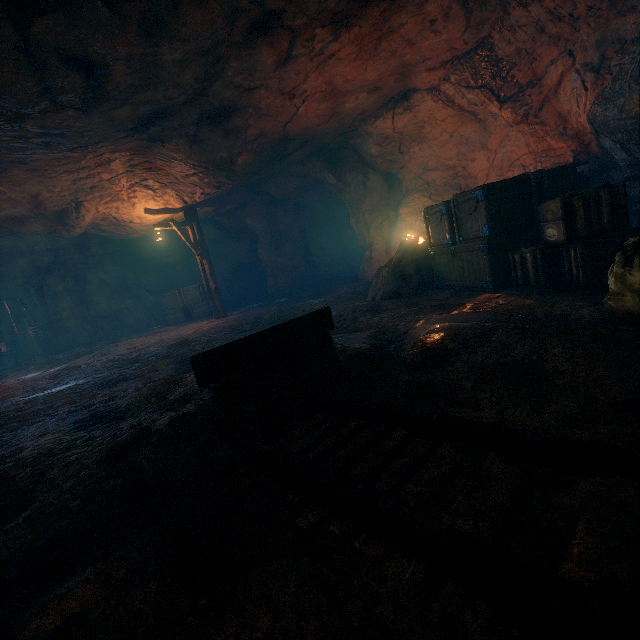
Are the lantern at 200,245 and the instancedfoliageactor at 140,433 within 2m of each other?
no

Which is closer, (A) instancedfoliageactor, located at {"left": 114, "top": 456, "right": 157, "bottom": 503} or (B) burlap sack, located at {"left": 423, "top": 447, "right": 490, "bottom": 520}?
(B) burlap sack, located at {"left": 423, "top": 447, "right": 490, "bottom": 520}

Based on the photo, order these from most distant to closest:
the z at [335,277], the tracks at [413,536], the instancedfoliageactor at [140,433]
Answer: the z at [335,277]
the instancedfoliageactor at [140,433]
the tracks at [413,536]

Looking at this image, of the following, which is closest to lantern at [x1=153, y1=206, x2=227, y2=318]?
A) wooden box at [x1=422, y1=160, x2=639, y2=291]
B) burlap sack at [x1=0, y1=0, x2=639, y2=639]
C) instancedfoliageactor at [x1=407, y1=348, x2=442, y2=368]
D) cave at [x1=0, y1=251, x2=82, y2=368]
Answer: burlap sack at [x1=0, y1=0, x2=639, y2=639]

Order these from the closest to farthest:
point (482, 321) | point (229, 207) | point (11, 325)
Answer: point (482, 321) < point (229, 207) < point (11, 325)

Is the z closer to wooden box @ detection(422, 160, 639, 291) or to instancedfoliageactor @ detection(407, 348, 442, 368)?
wooden box @ detection(422, 160, 639, 291)

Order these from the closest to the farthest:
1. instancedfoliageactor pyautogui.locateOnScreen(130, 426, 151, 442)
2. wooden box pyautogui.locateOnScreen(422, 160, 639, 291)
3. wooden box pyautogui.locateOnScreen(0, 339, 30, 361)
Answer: instancedfoliageactor pyautogui.locateOnScreen(130, 426, 151, 442) → wooden box pyautogui.locateOnScreen(422, 160, 639, 291) → wooden box pyautogui.locateOnScreen(0, 339, 30, 361)

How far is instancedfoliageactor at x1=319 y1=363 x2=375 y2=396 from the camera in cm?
275
